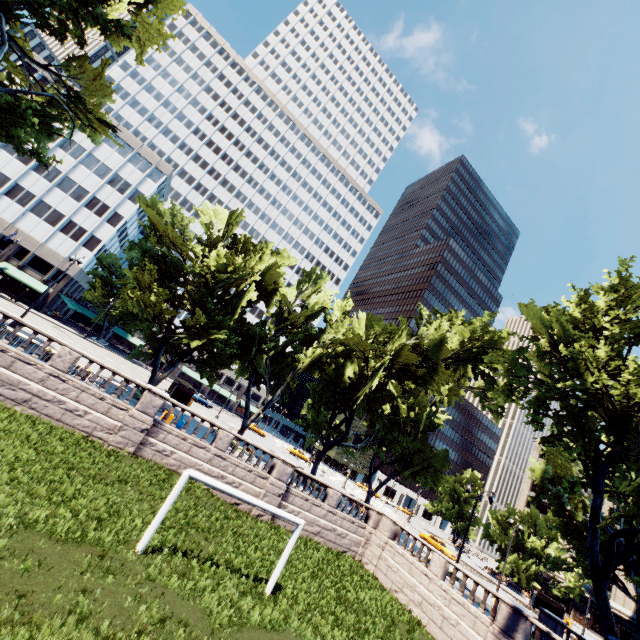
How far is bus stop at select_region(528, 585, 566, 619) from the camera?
39.4m

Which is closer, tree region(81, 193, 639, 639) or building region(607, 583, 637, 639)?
tree region(81, 193, 639, 639)

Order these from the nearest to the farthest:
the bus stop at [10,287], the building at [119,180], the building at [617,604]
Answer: the bus stop at [10,287], the building at [119,180], the building at [617,604]

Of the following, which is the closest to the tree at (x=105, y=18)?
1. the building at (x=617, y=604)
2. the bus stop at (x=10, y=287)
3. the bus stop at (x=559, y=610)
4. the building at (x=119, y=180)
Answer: the building at (x=119, y=180)

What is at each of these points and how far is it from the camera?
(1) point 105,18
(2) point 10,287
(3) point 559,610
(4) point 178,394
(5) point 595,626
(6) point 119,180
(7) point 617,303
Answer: (1) tree, 20.0 meters
(2) bus stop, 43.4 meters
(3) bus stop, 39.7 meters
(4) bus stop, 37.2 meters
(5) building, 56.1 meters
(6) building, 55.4 meters
(7) tree, 21.1 meters

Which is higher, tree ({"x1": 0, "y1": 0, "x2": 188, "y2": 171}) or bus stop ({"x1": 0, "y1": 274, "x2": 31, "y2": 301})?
tree ({"x1": 0, "y1": 0, "x2": 188, "y2": 171})

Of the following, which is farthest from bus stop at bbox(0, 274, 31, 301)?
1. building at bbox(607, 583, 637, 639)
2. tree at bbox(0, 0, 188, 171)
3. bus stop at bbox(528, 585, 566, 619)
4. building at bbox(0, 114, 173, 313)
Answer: building at bbox(607, 583, 637, 639)

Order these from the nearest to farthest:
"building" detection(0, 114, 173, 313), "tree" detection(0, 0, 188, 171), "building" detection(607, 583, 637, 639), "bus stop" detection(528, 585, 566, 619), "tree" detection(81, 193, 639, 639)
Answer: "tree" detection(0, 0, 188, 171) → "tree" detection(81, 193, 639, 639) → "bus stop" detection(528, 585, 566, 619) → "building" detection(0, 114, 173, 313) → "building" detection(607, 583, 637, 639)
